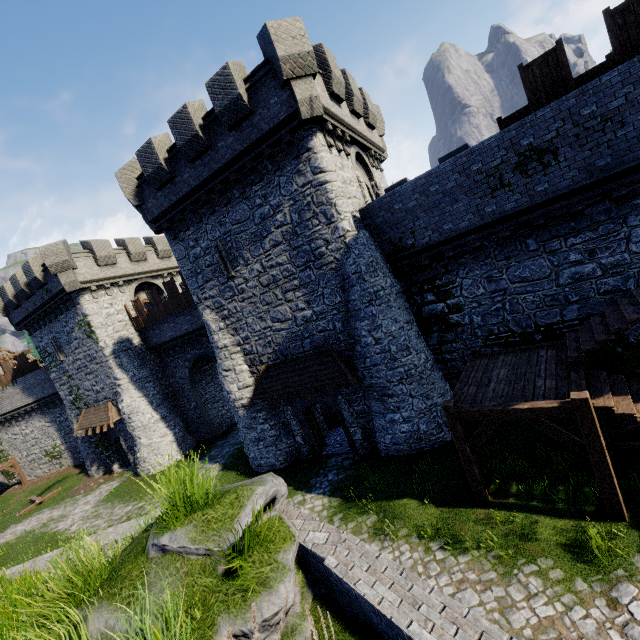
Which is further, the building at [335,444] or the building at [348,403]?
the building at [335,444]

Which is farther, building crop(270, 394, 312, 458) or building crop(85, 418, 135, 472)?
building crop(85, 418, 135, 472)

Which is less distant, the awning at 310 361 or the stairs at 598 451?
the stairs at 598 451

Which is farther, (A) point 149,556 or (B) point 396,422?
(B) point 396,422

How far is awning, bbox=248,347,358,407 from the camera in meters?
13.8

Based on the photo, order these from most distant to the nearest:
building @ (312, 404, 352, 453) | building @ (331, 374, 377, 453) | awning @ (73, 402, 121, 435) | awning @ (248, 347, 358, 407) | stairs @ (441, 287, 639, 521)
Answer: awning @ (73, 402, 121, 435)
building @ (312, 404, 352, 453)
building @ (331, 374, 377, 453)
awning @ (248, 347, 358, 407)
stairs @ (441, 287, 639, 521)

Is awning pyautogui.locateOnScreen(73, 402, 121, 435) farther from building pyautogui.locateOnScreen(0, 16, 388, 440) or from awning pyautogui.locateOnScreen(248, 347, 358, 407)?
awning pyautogui.locateOnScreen(248, 347, 358, 407)
